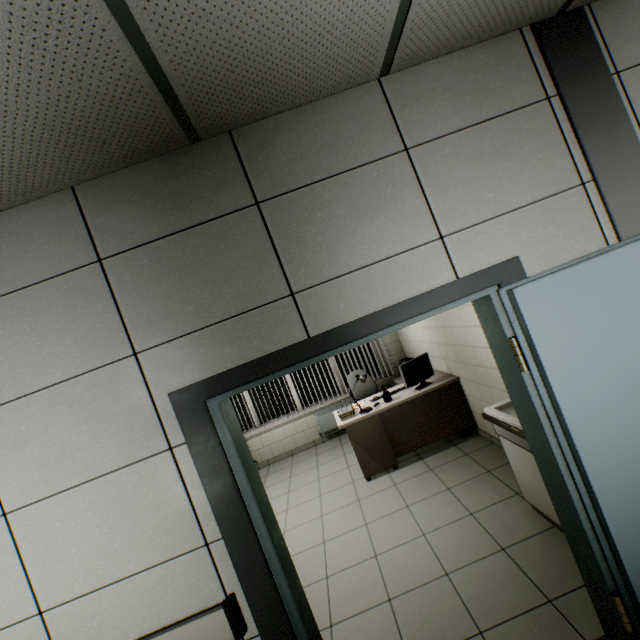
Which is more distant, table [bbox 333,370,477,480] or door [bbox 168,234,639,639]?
table [bbox 333,370,477,480]

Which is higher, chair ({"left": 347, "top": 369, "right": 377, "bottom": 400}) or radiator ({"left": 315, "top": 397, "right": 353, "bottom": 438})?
chair ({"left": 347, "top": 369, "right": 377, "bottom": 400})

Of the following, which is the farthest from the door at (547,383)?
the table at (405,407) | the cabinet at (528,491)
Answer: the table at (405,407)

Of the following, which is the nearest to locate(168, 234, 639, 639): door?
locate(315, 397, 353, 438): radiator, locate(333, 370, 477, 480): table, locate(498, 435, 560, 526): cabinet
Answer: locate(498, 435, 560, 526): cabinet

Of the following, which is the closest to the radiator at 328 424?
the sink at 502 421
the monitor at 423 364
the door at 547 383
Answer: the monitor at 423 364

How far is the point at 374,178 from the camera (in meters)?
1.63

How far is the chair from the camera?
5.77m

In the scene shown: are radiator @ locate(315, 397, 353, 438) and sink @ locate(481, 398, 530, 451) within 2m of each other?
no
